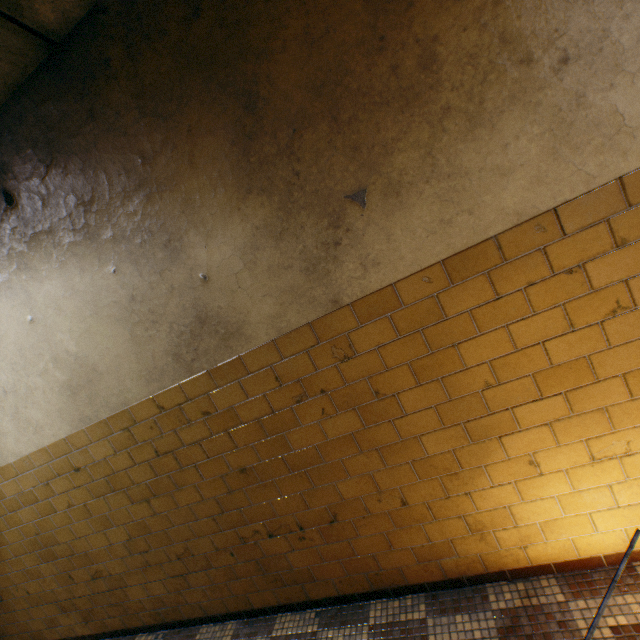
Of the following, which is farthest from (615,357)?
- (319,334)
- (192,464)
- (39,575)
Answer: (39,575)
